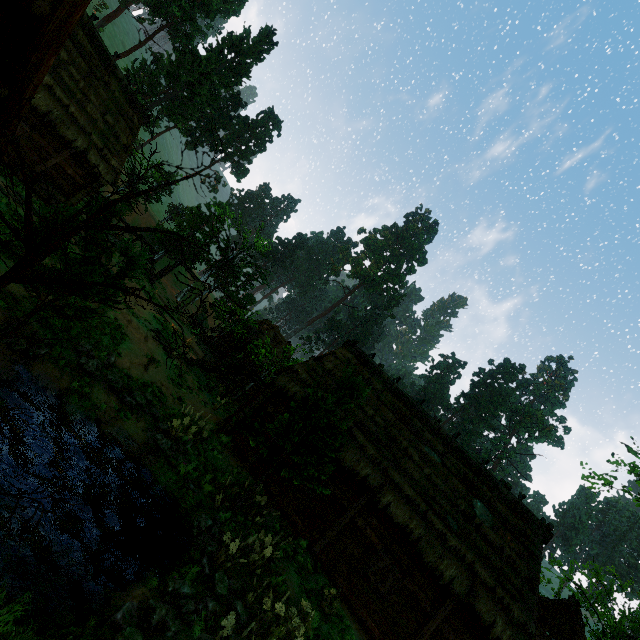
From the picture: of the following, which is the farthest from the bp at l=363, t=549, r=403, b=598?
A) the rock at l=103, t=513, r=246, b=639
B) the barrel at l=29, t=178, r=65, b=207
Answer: the barrel at l=29, t=178, r=65, b=207

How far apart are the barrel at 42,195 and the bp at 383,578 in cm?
2187

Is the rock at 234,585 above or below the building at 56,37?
below

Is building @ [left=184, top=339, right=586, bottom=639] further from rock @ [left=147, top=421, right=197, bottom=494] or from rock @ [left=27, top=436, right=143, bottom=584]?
rock @ [left=27, top=436, right=143, bottom=584]

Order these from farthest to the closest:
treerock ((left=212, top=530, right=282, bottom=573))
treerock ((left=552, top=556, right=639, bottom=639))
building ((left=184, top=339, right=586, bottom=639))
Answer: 1. treerock ((left=552, top=556, right=639, bottom=639))
2. building ((left=184, top=339, right=586, bottom=639))
3. treerock ((left=212, top=530, right=282, bottom=573))

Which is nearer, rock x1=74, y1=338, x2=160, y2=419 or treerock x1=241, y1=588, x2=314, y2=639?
treerock x1=241, y1=588, x2=314, y2=639

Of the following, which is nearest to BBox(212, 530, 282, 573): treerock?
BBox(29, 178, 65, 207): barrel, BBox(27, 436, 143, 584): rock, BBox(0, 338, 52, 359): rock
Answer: BBox(0, 338, 52, 359): rock

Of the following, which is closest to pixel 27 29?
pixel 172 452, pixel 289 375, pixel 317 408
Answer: pixel 317 408
